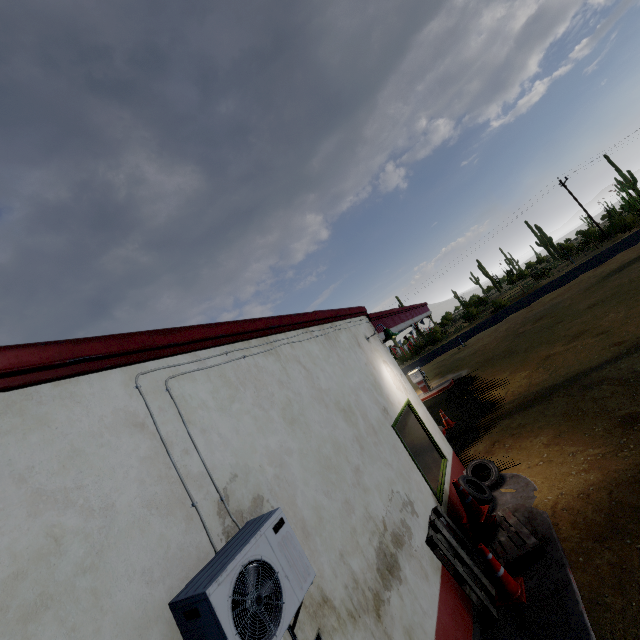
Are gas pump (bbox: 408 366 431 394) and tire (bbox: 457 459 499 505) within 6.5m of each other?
no

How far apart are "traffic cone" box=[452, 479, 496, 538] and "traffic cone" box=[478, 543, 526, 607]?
0.8 meters

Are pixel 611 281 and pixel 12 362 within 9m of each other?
no

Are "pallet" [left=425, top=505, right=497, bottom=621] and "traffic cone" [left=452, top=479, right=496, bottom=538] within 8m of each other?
yes

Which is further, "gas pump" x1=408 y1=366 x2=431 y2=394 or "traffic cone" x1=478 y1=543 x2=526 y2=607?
"gas pump" x1=408 y1=366 x2=431 y2=394

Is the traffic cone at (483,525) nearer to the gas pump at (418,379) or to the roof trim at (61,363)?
the roof trim at (61,363)

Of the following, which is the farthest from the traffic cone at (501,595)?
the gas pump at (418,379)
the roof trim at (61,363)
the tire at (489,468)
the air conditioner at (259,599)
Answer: the gas pump at (418,379)

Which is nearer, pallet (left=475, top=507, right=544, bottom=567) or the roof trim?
the roof trim
